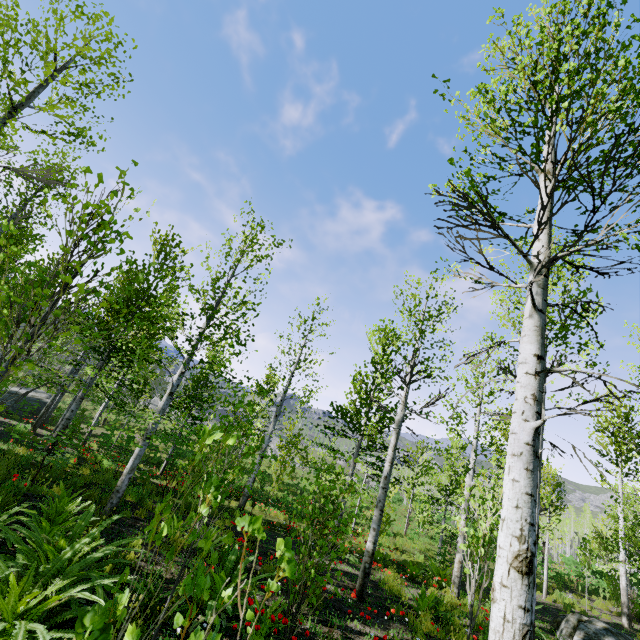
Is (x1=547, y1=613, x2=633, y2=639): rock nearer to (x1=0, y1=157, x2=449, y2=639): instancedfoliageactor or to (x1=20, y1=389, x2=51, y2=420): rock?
(x1=0, y1=157, x2=449, y2=639): instancedfoliageactor

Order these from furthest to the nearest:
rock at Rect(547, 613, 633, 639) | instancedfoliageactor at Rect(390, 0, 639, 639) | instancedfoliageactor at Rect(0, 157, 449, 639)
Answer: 1. rock at Rect(547, 613, 633, 639)
2. instancedfoliageactor at Rect(0, 157, 449, 639)
3. instancedfoliageactor at Rect(390, 0, 639, 639)

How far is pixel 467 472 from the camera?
11.67m

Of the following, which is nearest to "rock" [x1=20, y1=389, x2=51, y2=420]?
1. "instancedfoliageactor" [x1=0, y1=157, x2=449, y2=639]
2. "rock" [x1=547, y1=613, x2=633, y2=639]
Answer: "instancedfoliageactor" [x1=0, y1=157, x2=449, y2=639]

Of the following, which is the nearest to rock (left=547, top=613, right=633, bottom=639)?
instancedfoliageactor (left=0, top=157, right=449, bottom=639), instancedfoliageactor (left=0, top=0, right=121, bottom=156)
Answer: instancedfoliageactor (left=0, top=0, right=121, bottom=156)

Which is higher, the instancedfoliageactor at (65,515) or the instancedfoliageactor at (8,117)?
the instancedfoliageactor at (8,117)

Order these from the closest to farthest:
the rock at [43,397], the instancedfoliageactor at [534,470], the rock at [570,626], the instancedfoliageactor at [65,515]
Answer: the instancedfoliageactor at [534,470] → the instancedfoliageactor at [65,515] → the rock at [570,626] → the rock at [43,397]

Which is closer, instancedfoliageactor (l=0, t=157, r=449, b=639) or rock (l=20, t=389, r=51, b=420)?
instancedfoliageactor (l=0, t=157, r=449, b=639)
